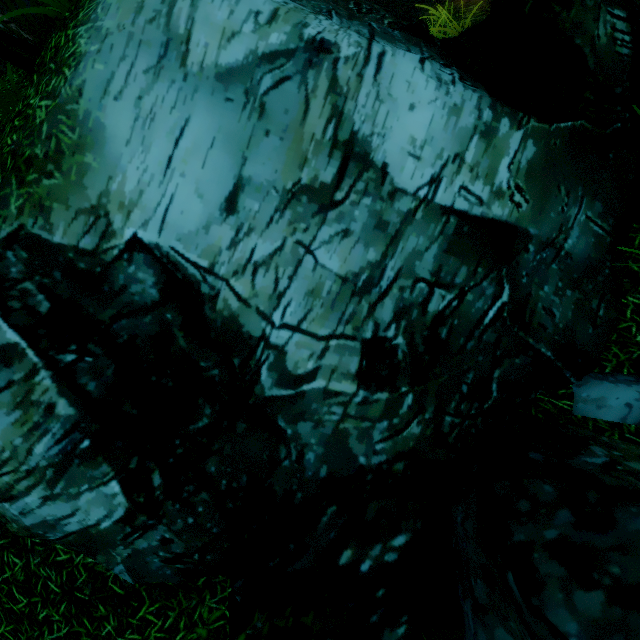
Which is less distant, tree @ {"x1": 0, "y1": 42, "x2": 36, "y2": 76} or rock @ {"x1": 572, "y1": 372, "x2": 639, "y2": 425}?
rock @ {"x1": 572, "y1": 372, "x2": 639, "y2": 425}

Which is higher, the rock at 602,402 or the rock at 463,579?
the rock at 463,579

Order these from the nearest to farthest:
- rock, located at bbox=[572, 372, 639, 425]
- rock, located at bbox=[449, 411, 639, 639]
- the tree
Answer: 1. rock, located at bbox=[449, 411, 639, 639]
2. rock, located at bbox=[572, 372, 639, 425]
3. the tree

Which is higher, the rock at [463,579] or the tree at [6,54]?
the tree at [6,54]

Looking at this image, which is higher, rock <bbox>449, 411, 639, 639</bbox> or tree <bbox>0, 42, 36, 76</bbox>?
tree <bbox>0, 42, 36, 76</bbox>

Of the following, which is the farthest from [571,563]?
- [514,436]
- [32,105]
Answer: [32,105]
